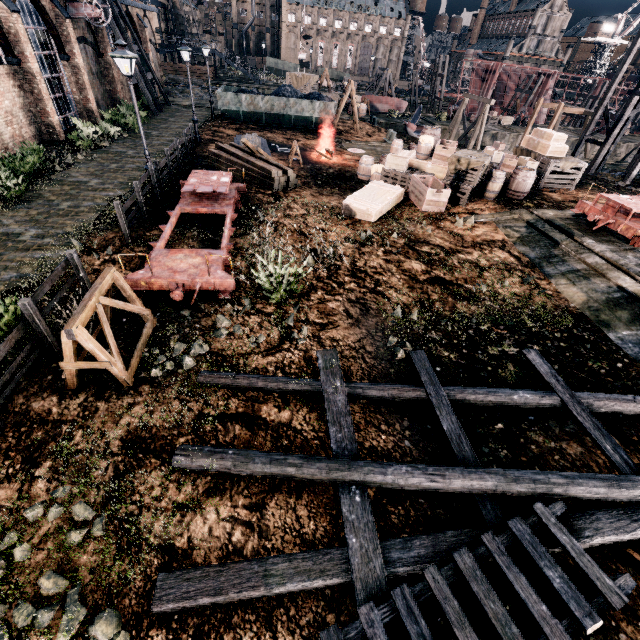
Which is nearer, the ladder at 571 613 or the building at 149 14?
the ladder at 571 613

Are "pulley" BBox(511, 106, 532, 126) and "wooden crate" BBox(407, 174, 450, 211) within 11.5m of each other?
no

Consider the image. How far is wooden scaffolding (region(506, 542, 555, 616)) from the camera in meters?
4.3 m

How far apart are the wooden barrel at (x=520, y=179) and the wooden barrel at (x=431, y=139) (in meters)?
4.51

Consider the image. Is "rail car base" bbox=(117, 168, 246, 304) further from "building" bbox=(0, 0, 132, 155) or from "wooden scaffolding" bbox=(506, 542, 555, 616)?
"building" bbox=(0, 0, 132, 155)

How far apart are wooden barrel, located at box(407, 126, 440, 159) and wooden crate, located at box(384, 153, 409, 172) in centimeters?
138cm

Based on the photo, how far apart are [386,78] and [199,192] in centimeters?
4803cm

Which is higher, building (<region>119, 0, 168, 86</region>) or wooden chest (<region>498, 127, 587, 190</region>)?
building (<region>119, 0, 168, 86</region>)
